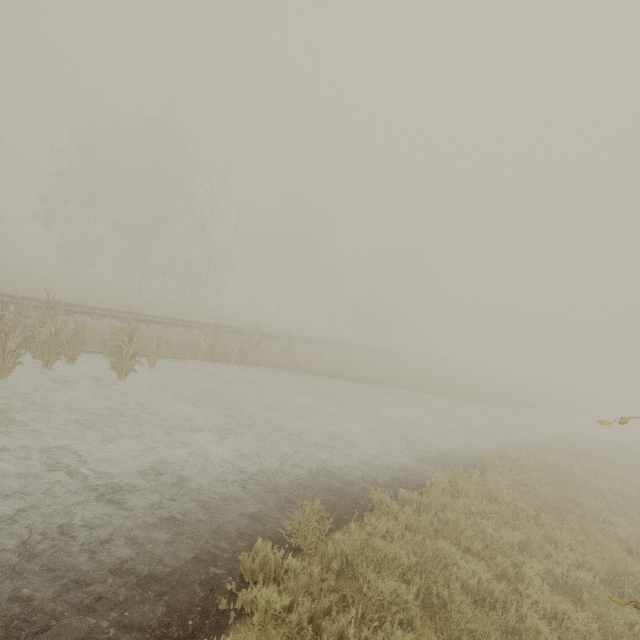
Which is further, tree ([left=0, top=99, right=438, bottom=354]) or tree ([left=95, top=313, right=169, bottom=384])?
tree ([left=0, top=99, right=438, bottom=354])

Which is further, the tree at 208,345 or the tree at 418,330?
the tree at 418,330

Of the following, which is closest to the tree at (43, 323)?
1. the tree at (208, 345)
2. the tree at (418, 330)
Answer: the tree at (208, 345)

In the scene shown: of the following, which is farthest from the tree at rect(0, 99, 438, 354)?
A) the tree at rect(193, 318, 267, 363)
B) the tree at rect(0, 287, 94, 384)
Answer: the tree at rect(0, 287, 94, 384)

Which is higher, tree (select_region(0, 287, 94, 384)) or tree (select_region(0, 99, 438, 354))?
tree (select_region(0, 99, 438, 354))

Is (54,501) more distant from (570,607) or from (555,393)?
(555,393)

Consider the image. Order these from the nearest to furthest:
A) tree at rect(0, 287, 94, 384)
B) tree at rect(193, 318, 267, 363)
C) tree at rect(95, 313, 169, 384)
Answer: tree at rect(0, 287, 94, 384), tree at rect(95, 313, 169, 384), tree at rect(193, 318, 267, 363)
